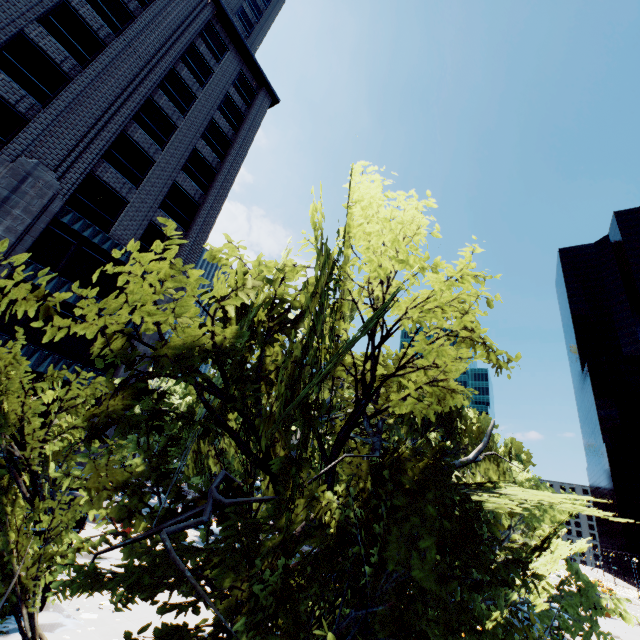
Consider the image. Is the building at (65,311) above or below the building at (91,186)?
below

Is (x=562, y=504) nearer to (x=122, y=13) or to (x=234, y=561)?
(x=234, y=561)

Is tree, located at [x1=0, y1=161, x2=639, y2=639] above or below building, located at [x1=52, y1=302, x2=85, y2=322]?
below

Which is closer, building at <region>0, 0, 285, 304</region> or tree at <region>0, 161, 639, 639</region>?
tree at <region>0, 161, 639, 639</region>

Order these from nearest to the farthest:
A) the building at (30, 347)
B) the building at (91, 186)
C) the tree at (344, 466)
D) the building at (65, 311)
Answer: the tree at (344, 466) < the building at (30, 347) < the building at (91, 186) < the building at (65, 311)

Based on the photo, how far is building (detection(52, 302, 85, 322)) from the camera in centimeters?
1754cm

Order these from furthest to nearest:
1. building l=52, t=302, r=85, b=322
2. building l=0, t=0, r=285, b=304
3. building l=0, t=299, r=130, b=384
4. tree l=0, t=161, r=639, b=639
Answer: building l=52, t=302, r=85, b=322, building l=0, t=0, r=285, b=304, building l=0, t=299, r=130, b=384, tree l=0, t=161, r=639, b=639
